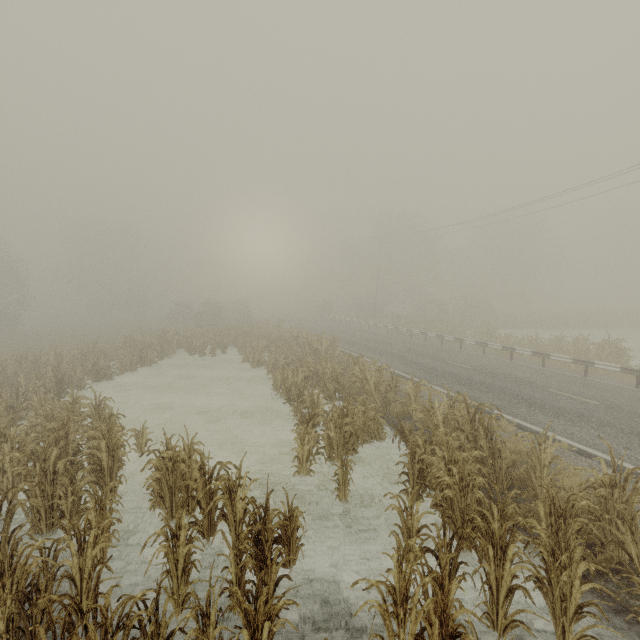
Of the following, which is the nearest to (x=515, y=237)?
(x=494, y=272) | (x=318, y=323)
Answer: (x=494, y=272)

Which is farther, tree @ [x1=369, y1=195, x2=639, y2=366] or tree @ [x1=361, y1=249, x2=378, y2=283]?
tree @ [x1=361, y1=249, x2=378, y2=283]

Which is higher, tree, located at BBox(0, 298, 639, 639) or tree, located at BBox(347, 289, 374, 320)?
tree, located at BBox(347, 289, 374, 320)

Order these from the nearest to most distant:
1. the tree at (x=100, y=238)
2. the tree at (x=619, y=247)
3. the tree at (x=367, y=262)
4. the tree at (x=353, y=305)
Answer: the tree at (x=619, y=247), the tree at (x=353, y=305), the tree at (x=100, y=238), the tree at (x=367, y=262)

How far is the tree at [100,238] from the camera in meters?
49.8 m

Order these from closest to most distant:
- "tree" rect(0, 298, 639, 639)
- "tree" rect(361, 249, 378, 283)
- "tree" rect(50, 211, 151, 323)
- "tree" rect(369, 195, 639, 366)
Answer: "tree" rect(0, 298, 639, 639) < "tree" rect(369, 195, 639, 366) < "tree" rect(50, 211, 151, 323) < "tree" rect(361, 249, 378, 283)
